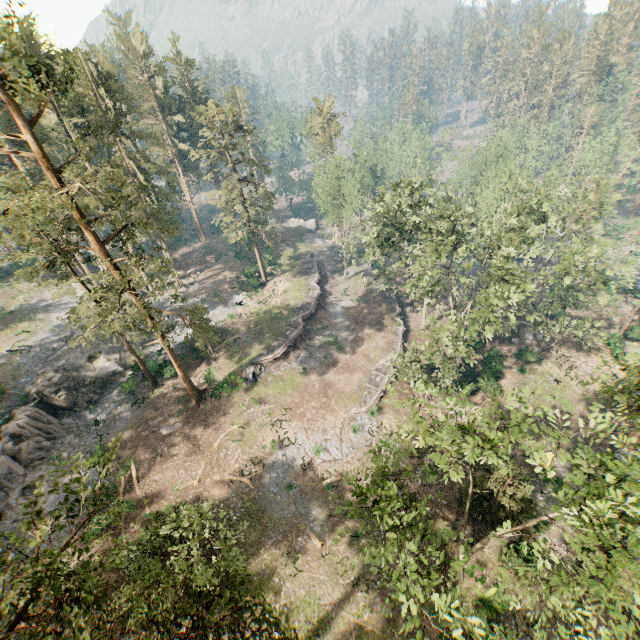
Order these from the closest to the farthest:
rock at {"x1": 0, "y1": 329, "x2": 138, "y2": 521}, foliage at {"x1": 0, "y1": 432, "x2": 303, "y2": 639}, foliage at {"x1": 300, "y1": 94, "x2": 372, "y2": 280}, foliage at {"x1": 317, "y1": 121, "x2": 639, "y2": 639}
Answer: foliage at {"x1": 0, "y1": 432, "x2": 303, "y2": 639} < foliage at {"x1": 317, "y1": 121, "x2": 639, "y2": 639} < rock at {"x1": 0, "y1": 329, "x2": 138, "y2": 521} < foliage at {"x1": 300, "y1": 94, "x2": 372, "y2": 280}

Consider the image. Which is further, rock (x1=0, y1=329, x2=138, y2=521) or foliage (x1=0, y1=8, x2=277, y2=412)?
rock (x1=0, y1=329, x2=138, y2=521)

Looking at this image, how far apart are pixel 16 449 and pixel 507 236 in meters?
43.6

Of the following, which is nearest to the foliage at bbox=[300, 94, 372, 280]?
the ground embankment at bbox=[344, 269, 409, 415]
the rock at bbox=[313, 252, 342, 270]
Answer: the rock at bbox=[313, 252, 342, 270]

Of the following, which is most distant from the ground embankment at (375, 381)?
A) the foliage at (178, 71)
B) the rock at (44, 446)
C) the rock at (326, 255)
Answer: the rock at (44, 446)

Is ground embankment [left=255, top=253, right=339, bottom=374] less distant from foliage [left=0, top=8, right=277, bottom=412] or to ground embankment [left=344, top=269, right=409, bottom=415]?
foliage [left=0, top=8, right=277, bottom=412]

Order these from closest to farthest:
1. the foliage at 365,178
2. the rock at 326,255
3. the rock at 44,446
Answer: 1. the rock at 44,446
2. the foliage at 365,178
3. the rock at 326,255
